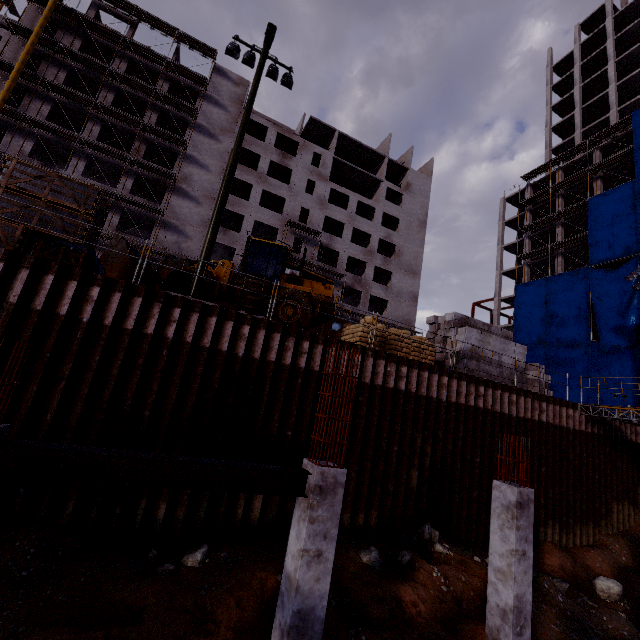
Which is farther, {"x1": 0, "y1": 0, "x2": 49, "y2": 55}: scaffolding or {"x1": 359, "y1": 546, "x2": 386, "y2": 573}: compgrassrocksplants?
{"x1": 0, "y1": 0, "x2": 49, "y2": 55}: scaffolding

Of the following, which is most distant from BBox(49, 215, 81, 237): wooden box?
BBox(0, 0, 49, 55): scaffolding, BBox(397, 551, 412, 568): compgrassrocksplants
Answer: BBox(0, 0, 49, 55): scaffolding

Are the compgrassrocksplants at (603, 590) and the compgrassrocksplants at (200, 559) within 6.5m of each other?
no

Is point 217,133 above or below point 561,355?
above

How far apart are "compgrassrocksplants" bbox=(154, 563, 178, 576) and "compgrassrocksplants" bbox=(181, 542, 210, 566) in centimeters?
29cm

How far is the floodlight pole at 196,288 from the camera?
9.66m

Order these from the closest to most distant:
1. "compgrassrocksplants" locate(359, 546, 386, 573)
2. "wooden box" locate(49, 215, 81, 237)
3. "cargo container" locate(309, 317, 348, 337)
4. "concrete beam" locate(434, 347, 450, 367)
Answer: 1. "compgrassrocksplants" locate(359, 546, 386, 573)
2. "wooden box" locate(49, 215, 81, 237)
3. "concrete beam" locate(434, 347, 450, 367)
4. "cargo container" locate(309, 317, 348, 337)

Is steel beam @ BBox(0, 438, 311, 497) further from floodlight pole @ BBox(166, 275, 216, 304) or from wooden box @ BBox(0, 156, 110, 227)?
wooden box @ BBox(0, 156, 110, 227)
